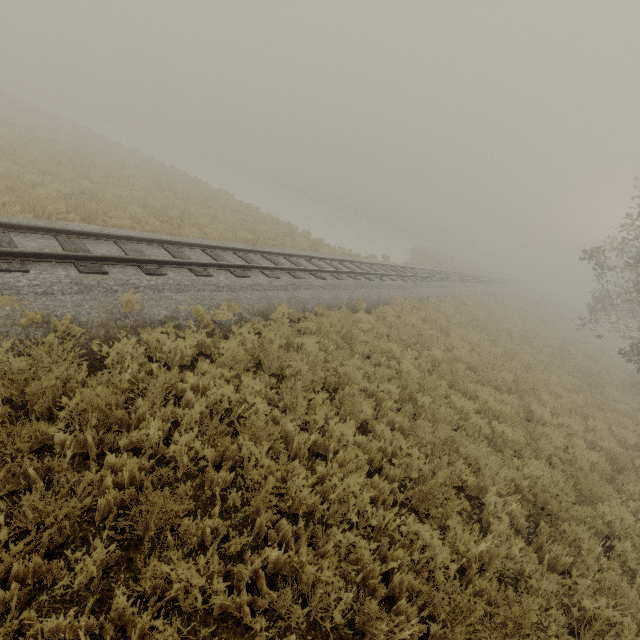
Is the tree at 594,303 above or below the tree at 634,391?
above

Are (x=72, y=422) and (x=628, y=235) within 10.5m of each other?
no

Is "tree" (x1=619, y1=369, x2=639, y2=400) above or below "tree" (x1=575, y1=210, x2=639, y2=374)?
below
